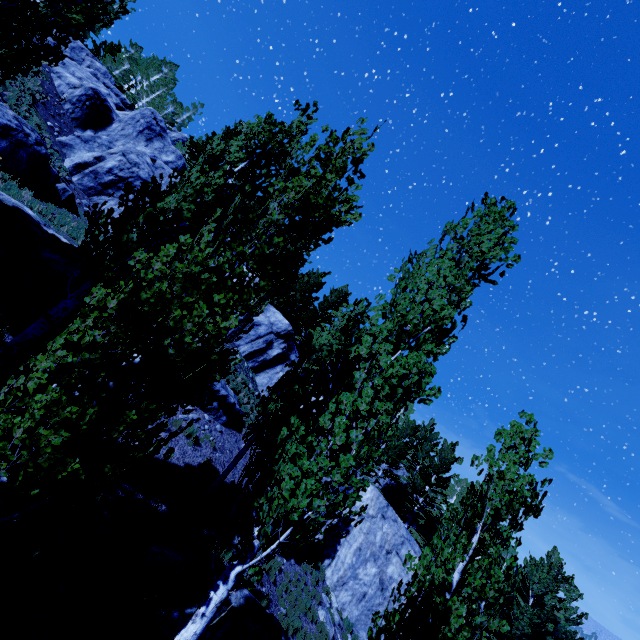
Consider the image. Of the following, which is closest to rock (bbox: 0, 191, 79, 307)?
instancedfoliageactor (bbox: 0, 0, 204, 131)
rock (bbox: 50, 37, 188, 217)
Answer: instancedfoliageactor (bbox: 0, 0, 204, 131)

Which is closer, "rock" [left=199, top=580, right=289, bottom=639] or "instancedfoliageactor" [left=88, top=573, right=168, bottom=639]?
"instancedfoliageactor" [left=88, top=573, right=168, bottom=639]

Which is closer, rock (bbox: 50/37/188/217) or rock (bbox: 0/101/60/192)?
Answer: rock (bbox: 0/101/60/192)

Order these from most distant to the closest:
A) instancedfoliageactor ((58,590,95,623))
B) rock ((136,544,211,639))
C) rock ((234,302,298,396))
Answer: rock ((234,302,298,396)), rock ((136,544,211,639)), instancedfoliageactor ((58,590,95,623))

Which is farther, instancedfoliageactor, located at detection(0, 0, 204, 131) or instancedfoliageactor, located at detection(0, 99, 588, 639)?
instancedfoliageactor, located at detection(0, 0, 204, 131)

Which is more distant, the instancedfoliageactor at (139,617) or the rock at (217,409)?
the rock at (217,409)

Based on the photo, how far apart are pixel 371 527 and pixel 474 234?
18.6 meters

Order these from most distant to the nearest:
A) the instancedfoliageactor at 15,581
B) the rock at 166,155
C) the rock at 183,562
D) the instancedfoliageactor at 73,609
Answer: the rock at 166,155 < the rock at 183,562 < the instancedfoliageactor at 73,609 < the instancedfoliageactor at 15,581
